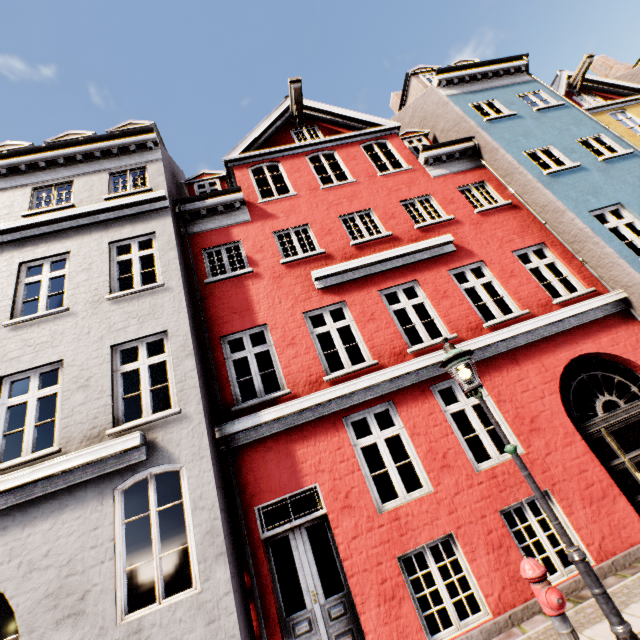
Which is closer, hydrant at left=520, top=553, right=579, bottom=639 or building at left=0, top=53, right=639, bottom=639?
hydrant at left=520, top=553, right=579, bottom=639

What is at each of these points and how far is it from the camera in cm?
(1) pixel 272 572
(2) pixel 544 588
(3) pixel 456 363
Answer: (1) building, 540
(2) hydrant, 335
(3) street light, 450

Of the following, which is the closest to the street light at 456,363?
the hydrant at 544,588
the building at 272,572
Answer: the hydrant at 544,588

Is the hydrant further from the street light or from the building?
the building

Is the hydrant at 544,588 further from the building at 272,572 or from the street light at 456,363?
the building at 272,572

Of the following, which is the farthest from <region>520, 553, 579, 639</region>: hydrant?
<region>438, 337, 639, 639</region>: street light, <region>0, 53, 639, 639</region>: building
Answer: <region>0, 53, 639, 639</region>: building
